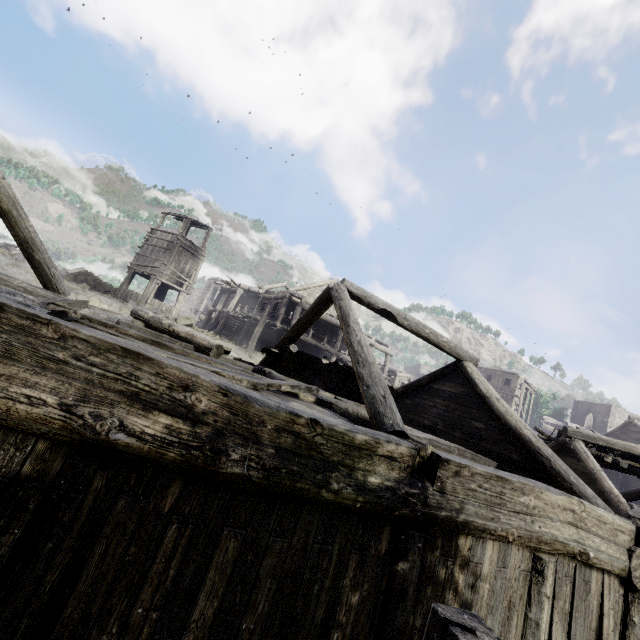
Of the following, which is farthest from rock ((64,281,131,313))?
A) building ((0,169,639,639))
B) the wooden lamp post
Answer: the wooden lamp post

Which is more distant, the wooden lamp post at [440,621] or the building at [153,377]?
the building at [153,377]

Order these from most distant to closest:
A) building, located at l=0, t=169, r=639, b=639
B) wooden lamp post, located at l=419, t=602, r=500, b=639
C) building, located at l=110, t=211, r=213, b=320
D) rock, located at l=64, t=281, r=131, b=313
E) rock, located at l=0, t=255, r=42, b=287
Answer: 1. building, located at l=110, t=211, r=213, b=320
2. rock, located at l=0, t=255, r=42, b=287
3. rock, located at l=64, t=281, r=131, b=313
4. building, located at l=0, t=169, r=639, b=639
5. wooden lamp post, located at l=419, t=602, r=500, b=639

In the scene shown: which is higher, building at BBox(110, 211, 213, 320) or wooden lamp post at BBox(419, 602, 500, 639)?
building at BBox(110, 211, 213, 320)

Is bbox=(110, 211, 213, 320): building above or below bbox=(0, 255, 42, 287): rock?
above

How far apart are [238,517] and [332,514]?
0.99m

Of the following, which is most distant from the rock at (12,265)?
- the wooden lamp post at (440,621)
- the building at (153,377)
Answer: the wooden lamp post at (440,621)
